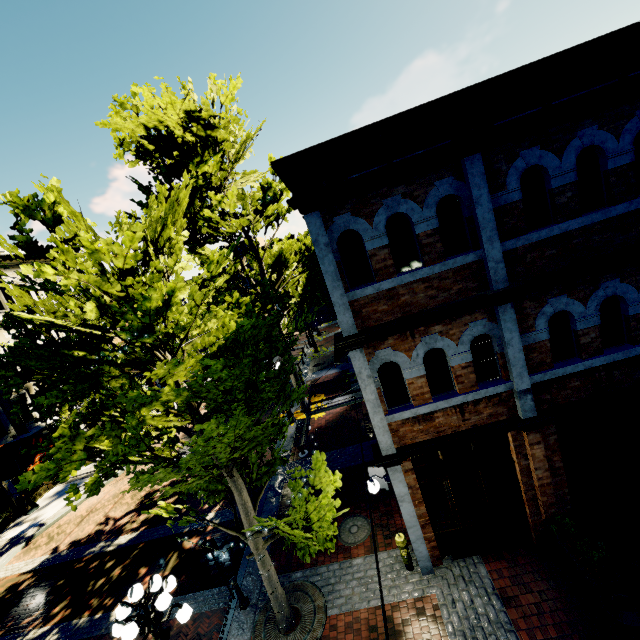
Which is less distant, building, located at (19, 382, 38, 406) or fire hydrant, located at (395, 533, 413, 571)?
fire hydrant, located at (395, 533, 413, 571)

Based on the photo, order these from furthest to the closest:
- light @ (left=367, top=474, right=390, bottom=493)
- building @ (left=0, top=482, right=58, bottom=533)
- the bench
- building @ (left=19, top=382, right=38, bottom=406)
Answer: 1. building @ (left=19, top=382, right=38, bottom=406)
2. building @ (left=0, top=482, right=58, bottom=533)
3. the bench
4. light @ (left=367, top=474, right=390, bottom=493)

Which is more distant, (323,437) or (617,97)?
(323,437)

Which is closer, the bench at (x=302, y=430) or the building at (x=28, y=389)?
the bench at (x=302, y=430)

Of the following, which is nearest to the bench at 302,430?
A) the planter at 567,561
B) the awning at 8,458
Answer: the planter at 567,561

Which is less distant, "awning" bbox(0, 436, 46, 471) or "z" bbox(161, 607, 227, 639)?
"z" bbox(161, 607, 227, 639)

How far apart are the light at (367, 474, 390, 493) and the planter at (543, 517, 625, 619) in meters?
3.4 m

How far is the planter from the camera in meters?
5.7 m
